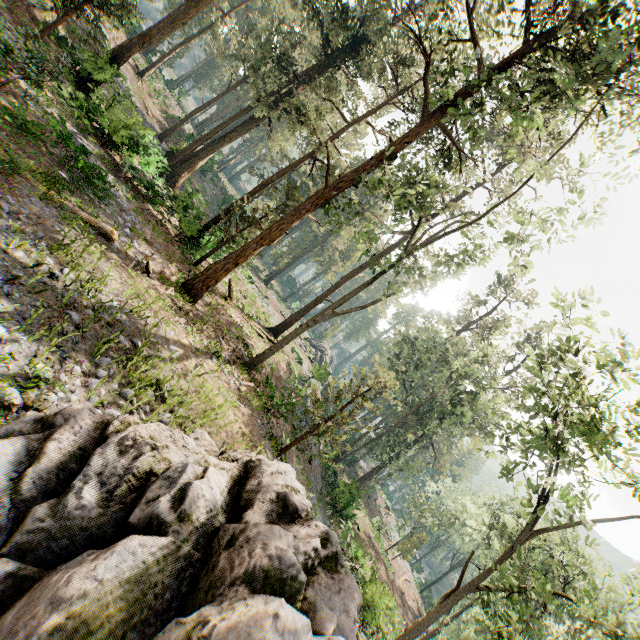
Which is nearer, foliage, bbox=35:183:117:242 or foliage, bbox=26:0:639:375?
foliage, bbox=35:183:117:242

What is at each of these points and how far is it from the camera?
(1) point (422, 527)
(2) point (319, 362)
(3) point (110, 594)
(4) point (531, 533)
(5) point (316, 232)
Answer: (1) foliage, 36.8m
(2) rock, 51.8m
(3) rock, 2.7m
(4) foliage, 11.7m
(5) foliage, 52.2m

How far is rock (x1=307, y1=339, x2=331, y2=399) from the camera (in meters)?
29.62

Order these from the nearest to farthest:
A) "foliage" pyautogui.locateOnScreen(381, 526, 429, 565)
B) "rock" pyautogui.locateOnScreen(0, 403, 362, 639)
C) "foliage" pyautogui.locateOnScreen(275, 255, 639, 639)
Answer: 1. "rock" pyautogui.locateOnScreen(0, 403, 362, 639)
2. "foliage" pyautogui.locateOnScreen(275, 255, 639, 639)
3. "foliage" pyautogui.locateOnScreen(381, 526, 429, 565)

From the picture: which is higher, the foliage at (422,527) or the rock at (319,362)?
the rock at (319,362)

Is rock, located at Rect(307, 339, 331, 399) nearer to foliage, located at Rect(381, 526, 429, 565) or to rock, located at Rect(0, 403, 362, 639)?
foliage, located at Rect(381, 526, 429, 565)

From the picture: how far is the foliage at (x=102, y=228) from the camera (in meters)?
8.87
